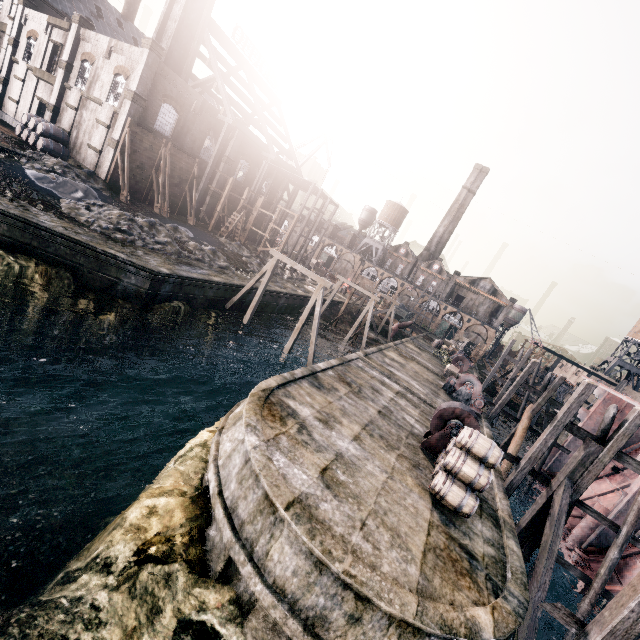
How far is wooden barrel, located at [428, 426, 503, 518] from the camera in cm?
1138

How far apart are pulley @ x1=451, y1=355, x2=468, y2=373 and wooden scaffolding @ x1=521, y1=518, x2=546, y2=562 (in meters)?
23.97

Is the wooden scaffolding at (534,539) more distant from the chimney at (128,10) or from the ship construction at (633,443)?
the chimney at (128,10)

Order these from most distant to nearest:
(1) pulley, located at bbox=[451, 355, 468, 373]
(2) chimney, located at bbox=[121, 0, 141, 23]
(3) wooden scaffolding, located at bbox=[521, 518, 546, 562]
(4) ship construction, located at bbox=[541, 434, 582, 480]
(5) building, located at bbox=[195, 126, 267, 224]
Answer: (2) chimney, located at bbox=[121, 0, 141, 23] < (5) building, located at bbox=[195, 126, 267, 224] < (1) pulley, located at bbox=[451, 355, 468, 373] < (4) ship construction, located at bbox=[541, 434, 582, 480] < (3) wooden scaffolding, located at bbox=[521, 518, 546, 562]

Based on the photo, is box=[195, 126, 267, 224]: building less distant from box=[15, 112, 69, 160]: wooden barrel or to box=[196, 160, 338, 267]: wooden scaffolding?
box=[196, 160, 338, 267]: wooden scaffolding

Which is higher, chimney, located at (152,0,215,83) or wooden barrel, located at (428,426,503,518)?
chimney, located at (152,0,215,83)

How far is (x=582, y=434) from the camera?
14.5m

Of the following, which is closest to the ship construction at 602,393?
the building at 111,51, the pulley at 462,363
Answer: the pulley at 462,363
